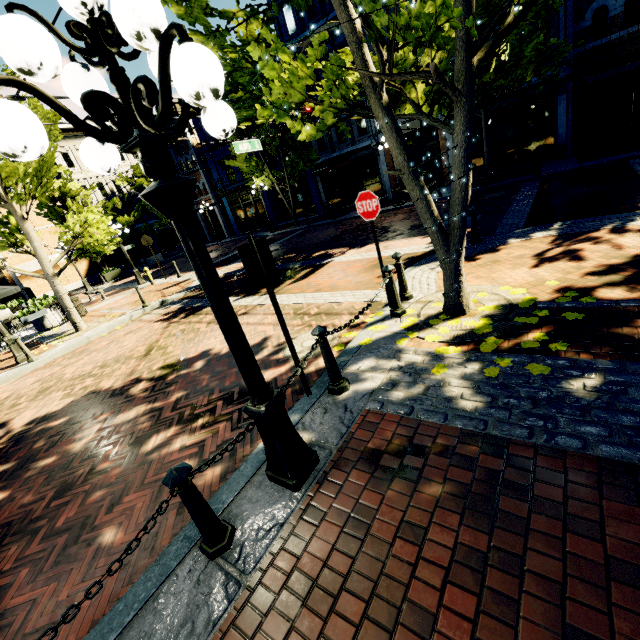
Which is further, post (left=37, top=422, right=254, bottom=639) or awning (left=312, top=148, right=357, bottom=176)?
awning (left=312, top=148, right=357, bottom=176)

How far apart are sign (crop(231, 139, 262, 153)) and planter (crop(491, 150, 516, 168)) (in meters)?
10.76

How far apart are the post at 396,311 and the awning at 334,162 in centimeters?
1741cm

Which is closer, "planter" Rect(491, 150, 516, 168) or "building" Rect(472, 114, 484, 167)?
"planter" Rect(491, 150, 516, 168)

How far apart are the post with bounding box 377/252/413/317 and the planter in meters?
15.9

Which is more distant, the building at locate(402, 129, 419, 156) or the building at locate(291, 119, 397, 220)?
the building at locate(291, 119, 397, 220)

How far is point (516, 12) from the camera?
3.5m

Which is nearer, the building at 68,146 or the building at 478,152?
the building at 478,152
